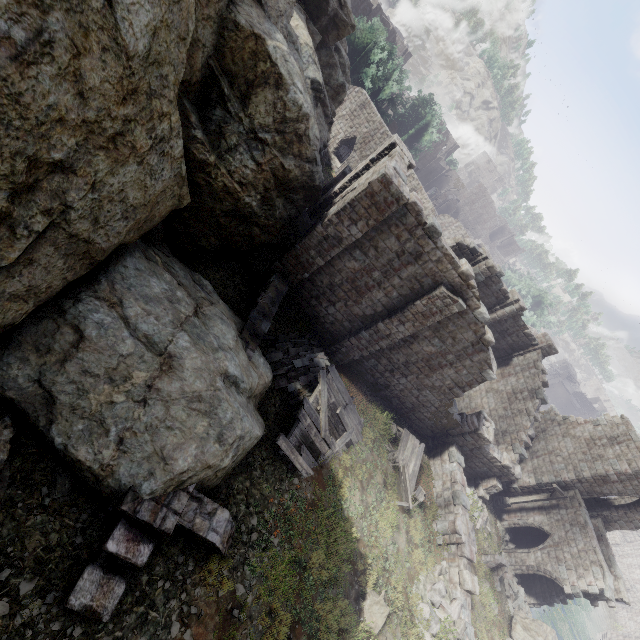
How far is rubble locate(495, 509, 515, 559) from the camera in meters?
22.1

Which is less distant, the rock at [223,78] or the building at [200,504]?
the rock at [223,78]

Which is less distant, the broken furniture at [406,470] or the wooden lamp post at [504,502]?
the broken furniture at [406,470]

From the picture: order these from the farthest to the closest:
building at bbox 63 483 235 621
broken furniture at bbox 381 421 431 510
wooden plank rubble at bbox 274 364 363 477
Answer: broken furniture at bbox 381 421 431 510
wooden plank rubble at bbox 274 364 363 477
building at bbox 63 483 235 621

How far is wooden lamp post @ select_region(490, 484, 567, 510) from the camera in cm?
2095

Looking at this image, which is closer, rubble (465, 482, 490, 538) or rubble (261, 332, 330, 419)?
rubble (261, 332, 330, 419)

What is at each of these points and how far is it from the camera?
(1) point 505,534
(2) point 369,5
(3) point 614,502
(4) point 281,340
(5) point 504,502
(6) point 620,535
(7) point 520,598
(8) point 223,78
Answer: (1) rubble, 23.6 meters
(2) building, 42.6 meters
(3) building, 23.7 meters
(4) rubble, 13.9 meters
(5) wooden lamp post, 23.0 meters
(6) stone arch, 48.1 meters
(7) rubble, 19.0 meters
(8) rock, 8.9 meters

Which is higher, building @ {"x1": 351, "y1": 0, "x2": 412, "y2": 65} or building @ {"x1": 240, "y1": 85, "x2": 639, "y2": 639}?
building @ {"x1": 351, "y1": 0, "x2": 412, "y2": 65}
